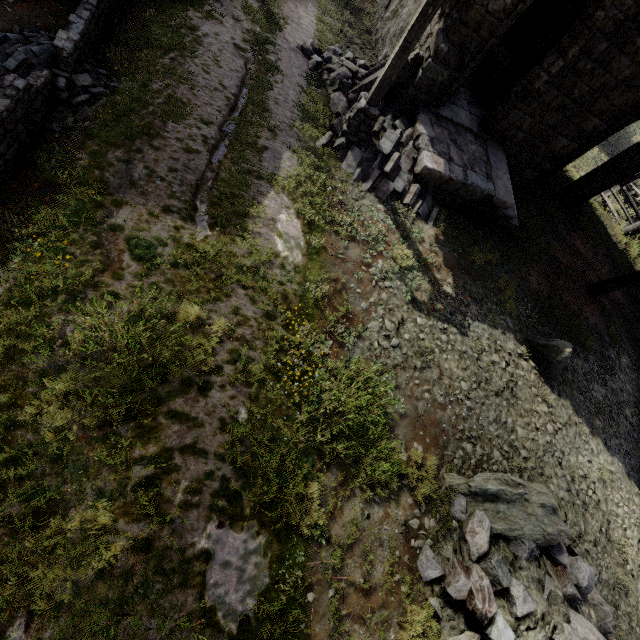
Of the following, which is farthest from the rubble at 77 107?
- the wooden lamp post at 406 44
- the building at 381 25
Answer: the wooden lamp post at 406 44

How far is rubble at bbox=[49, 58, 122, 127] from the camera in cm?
564

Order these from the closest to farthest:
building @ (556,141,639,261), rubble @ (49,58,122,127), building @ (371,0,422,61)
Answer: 1. rubble @ (49,58,122,127)
2. building @ (371,0,422,61)
3. building @ (556,141,639,261)

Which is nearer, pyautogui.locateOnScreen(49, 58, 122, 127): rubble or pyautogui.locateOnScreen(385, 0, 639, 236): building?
pyautogui.locateOnScreen(49, 58, 122, 127): rubble

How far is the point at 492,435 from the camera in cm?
707

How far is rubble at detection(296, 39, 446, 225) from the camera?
8.5m

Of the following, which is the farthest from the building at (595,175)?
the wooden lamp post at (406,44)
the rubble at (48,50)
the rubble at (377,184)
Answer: the rubble at (48,50)

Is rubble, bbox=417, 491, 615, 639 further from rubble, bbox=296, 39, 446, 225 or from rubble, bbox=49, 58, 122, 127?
rubble, bbox=49, 58, 122, 127
